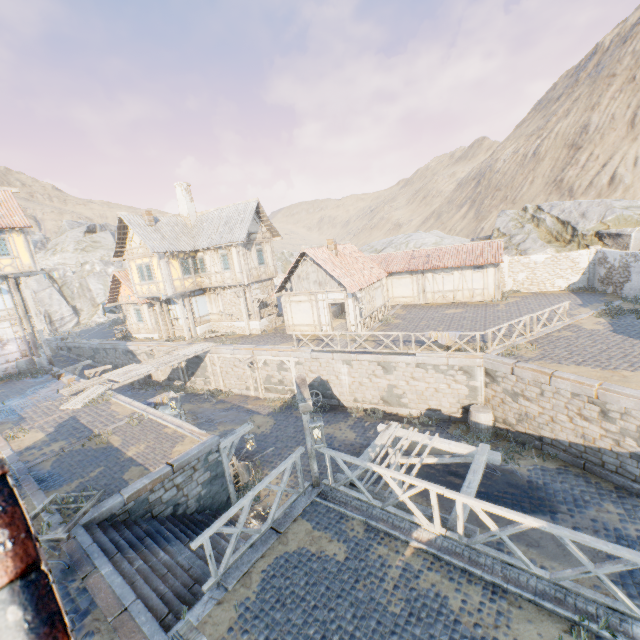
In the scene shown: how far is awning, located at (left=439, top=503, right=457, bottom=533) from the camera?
6.70m

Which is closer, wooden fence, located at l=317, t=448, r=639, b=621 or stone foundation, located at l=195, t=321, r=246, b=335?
wooden fence, located at l=317, t=448, r=639, b=621

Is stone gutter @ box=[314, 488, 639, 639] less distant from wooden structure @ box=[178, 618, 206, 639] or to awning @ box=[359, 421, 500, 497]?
awning @ box=[359, 421, 500, 497]

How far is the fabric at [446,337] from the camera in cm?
1495

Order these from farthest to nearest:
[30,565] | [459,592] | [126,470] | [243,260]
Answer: [243,260] < [126,470] < [459,592] < [30,565]

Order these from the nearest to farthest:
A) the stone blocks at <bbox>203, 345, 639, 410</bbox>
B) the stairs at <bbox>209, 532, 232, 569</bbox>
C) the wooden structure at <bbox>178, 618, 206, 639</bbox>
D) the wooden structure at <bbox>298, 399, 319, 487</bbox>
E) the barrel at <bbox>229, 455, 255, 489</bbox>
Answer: the wooden structure at <bbox>178, 618, 206, 639</bbox> < the wooden structure at <bbox>298, 399, 319, 487</bbox> < the stairs at <bbox>209, 532, 232, 569</bbox> < the stone blocks at <bbox>203, 345, 639, 410</bbox> < the barrel at <bbox>229, 455, 255, 489</bbox>

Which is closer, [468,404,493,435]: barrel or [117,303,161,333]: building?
[468,404,493,435]: barrel

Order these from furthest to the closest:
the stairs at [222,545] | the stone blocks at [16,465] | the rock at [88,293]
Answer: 1. the rock at [88,293]
2. the stone blocks at [16,465]
3. the stairs at [222,545]
